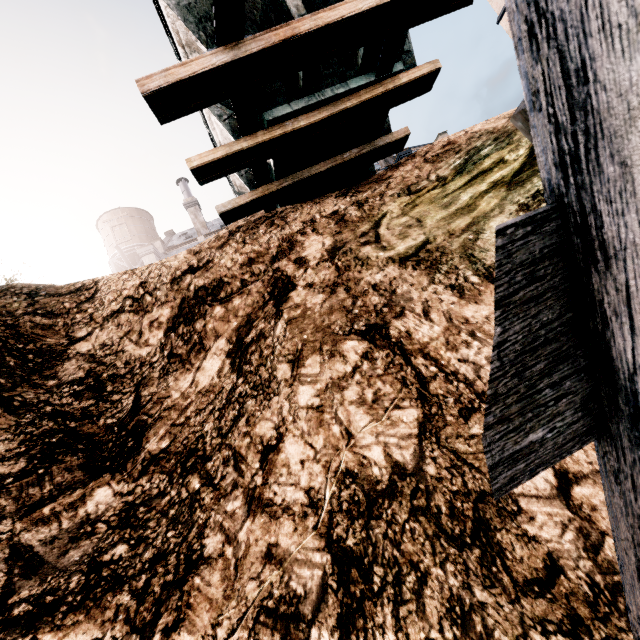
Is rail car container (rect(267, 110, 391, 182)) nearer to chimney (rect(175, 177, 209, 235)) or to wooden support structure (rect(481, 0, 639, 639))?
wooden support structure (rect(481, 0, 639, 639))

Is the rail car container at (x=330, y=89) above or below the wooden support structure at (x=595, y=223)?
above

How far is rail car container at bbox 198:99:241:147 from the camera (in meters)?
6.63

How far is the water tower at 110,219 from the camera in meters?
41.2 m

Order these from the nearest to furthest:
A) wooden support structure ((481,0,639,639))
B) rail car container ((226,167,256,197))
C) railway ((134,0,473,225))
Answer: wooden support structure ((481,0,639,639)) → railway ((134,0,473,225)) → rail car container ((226,167,256,197))

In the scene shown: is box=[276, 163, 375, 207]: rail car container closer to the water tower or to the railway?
the railway

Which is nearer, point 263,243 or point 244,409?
point 244,409
